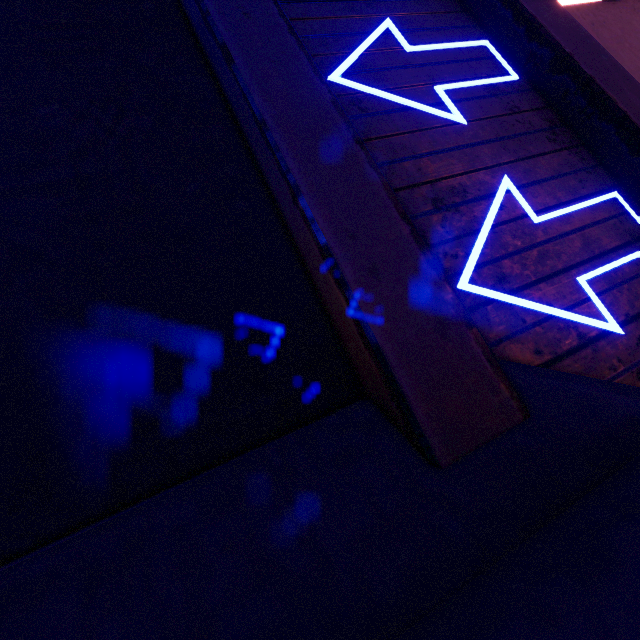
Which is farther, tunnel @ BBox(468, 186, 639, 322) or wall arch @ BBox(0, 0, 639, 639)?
tunnel @ BBox(468, 186, 639, 322)

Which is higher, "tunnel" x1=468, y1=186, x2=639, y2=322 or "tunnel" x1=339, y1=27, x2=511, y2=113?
"tunnel" x1=339, y1=27, x2=511, y2=113

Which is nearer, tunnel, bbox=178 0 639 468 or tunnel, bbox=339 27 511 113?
tunnel, bbox=178 0 639 468

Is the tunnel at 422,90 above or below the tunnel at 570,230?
above

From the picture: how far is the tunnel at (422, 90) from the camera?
2.0m

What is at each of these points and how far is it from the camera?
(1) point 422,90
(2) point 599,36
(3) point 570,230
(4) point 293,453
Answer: (1) tunnel, 2.0m
(2) tunnel, 3.7m
(3) tunnel, 1.8m
(4) wall arch, 1.1m

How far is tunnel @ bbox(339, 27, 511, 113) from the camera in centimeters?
196cm
